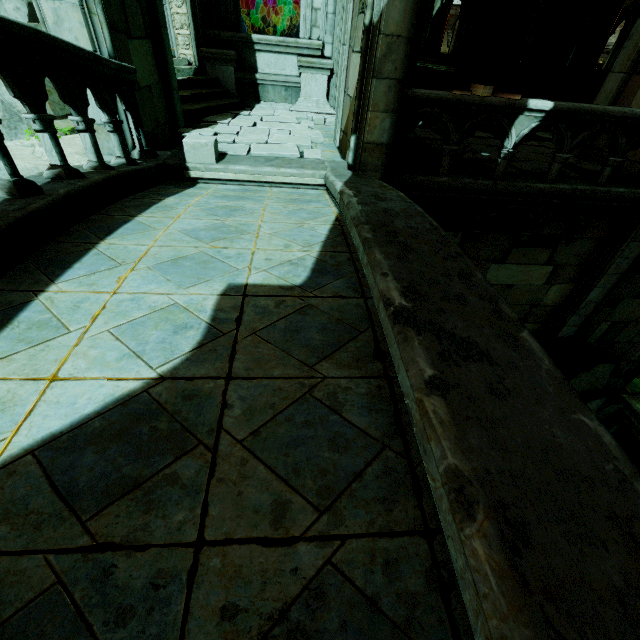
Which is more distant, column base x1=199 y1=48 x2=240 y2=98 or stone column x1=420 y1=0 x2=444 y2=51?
stone column x1=420 y1=0 x2=444 y2=51

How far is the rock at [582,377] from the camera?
8.1m

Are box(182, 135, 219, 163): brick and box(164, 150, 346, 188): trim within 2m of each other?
yes

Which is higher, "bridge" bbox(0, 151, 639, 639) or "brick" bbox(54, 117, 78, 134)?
"bridge" bbox(0, 151, 639, 639)

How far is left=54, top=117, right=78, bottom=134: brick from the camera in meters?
6.4

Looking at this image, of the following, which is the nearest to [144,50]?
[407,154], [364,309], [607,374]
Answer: [407,154]

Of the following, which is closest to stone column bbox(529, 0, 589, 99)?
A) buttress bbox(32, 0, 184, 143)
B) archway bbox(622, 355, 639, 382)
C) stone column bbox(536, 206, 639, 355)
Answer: archway bbox(622, 355, 639, 382)

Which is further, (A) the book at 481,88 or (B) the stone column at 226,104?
(B) the stone column at 226,104
